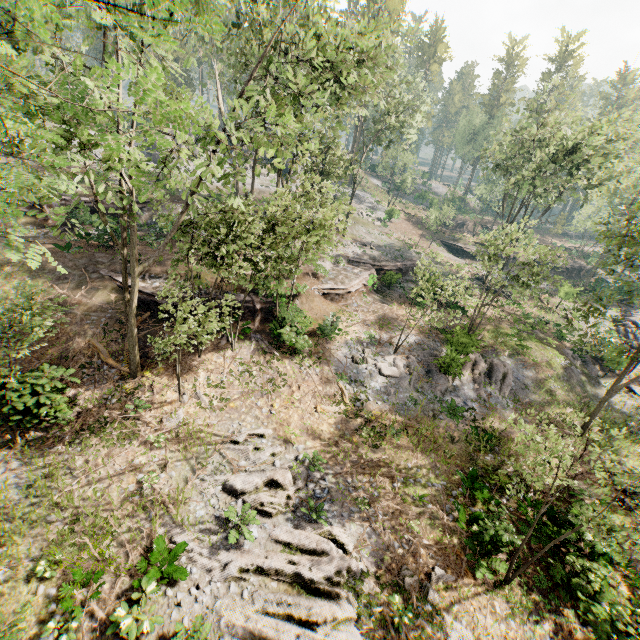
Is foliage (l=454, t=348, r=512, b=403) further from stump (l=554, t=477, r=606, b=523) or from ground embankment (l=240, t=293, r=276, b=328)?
stump (l=554, t=477, r=606, b=523)

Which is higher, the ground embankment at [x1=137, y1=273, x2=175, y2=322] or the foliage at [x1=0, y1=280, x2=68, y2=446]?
the foliage at [x1=0, y1=280, x2=68, y2=446]

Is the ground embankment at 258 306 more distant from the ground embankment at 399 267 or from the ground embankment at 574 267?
the ground embankment at 574 267

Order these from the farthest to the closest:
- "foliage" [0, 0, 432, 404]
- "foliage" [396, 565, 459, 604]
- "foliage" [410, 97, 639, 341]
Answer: "foliage" [410, 97, 639, 341]
"foliage" [396, 565, 459, 604]
"foliage" [0, 0, 432, 404]

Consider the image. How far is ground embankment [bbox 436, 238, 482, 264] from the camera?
49.34m

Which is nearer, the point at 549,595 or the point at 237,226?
the point at 549,595

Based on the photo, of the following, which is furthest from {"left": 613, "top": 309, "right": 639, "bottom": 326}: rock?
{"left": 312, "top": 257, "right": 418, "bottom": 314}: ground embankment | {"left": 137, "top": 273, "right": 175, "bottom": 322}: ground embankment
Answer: {"left": 137, "top": 273, "right": 175, "bottom": 322}: ground embankment

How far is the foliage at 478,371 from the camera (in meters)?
20.83
